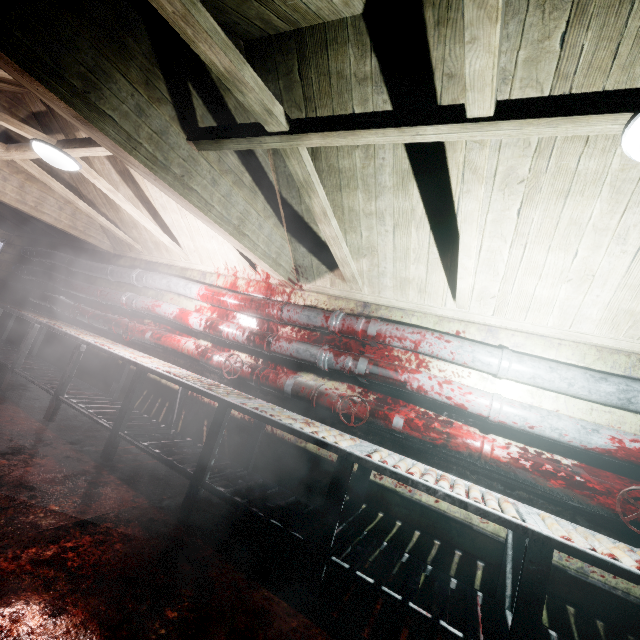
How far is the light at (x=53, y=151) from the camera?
2.5m

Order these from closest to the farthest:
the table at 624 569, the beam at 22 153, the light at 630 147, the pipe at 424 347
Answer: the light at 630 147
the table at 624 569
the pipe at 424 347
the beam at 22 153

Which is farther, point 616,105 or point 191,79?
point 191,79

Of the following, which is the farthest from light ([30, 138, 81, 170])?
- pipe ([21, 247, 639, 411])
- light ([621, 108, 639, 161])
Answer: light ([621, 108, 639, 161])

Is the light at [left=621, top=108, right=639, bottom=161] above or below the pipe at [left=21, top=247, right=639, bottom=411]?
above

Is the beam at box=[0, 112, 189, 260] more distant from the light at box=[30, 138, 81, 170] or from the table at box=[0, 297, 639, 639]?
the table at box=[0, 297, 639, 639]

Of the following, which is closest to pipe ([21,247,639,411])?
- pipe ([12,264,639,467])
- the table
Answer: pipe ([12,264,639,467])

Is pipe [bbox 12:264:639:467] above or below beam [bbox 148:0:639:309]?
below
